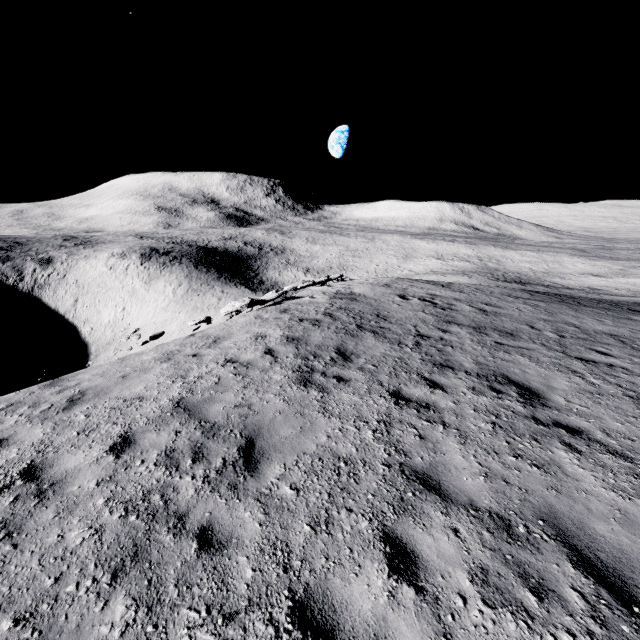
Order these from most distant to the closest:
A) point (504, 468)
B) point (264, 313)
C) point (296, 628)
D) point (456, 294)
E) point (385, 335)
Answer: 1. point (456, 294)
2. point (264, 313)
3. point (385, 335)
4. point (504, 468)
5. point (296, 628)
